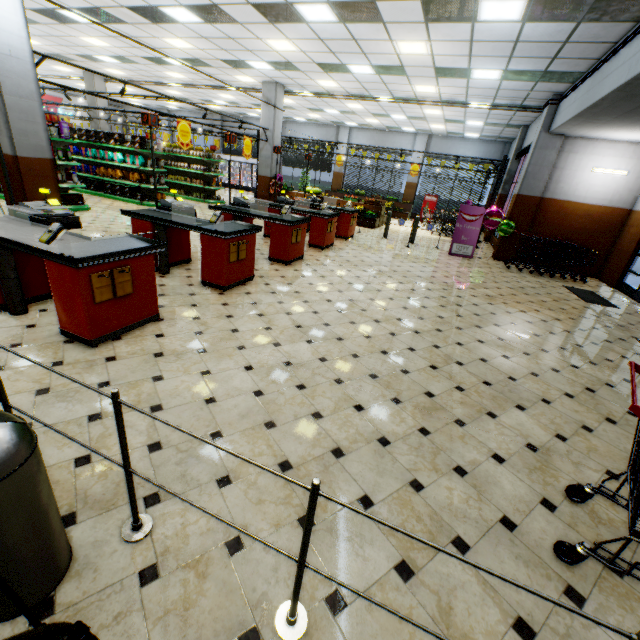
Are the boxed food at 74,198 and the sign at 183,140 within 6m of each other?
yes

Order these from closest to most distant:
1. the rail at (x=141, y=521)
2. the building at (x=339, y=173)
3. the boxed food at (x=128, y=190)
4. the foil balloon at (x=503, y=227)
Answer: the rail at (x=141, y=521)
the foil balloon at (x=503, y=227)
the boxed food at (x=128, y=190)
the building at (x=339, y=173)

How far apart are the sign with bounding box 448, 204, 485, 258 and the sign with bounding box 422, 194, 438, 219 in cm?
999

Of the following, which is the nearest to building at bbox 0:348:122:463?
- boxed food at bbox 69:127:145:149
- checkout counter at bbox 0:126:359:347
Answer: checkout counter at bbox 0:126:359:347

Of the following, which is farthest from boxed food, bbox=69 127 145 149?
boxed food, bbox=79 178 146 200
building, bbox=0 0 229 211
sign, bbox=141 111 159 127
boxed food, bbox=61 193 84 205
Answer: sign, bbox=141 111 159 127

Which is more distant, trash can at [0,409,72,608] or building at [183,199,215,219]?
building at [183,199,215,219]

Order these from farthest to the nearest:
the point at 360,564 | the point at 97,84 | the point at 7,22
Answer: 1. the point at 97,84
2. the point at 7,22
3. the point at 360,564
